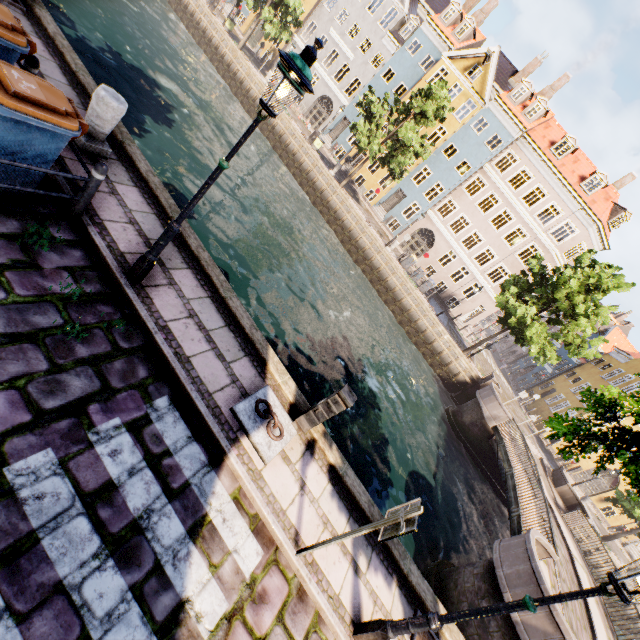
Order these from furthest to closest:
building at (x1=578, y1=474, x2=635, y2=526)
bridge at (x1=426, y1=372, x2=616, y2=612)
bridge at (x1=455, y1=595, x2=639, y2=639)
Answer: building at (x1=578, y1=474, x2=635, y2=526) < bridge at (x1=426, y1=372, x2=616, y2=612) < bridge at (x1=455, y1=595, x2=639, y2=639)

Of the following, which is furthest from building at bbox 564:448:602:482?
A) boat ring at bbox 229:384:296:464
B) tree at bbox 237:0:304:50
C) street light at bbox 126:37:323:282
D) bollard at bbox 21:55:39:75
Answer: bollard at bbox 21:55:39:75

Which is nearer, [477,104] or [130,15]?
[130,15]

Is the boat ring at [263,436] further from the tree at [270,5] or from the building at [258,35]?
the building at [258,35]

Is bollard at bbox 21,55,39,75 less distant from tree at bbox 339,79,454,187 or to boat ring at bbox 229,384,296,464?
tree at bbox 339,79,454,187

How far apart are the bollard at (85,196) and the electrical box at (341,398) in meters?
4.6

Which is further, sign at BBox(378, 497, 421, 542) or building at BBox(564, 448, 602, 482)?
building at BBox(564, 448, 602, 482)

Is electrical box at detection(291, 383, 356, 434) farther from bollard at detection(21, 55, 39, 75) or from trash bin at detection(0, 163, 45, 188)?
bollard at detection(21, 55, 39, 75)
